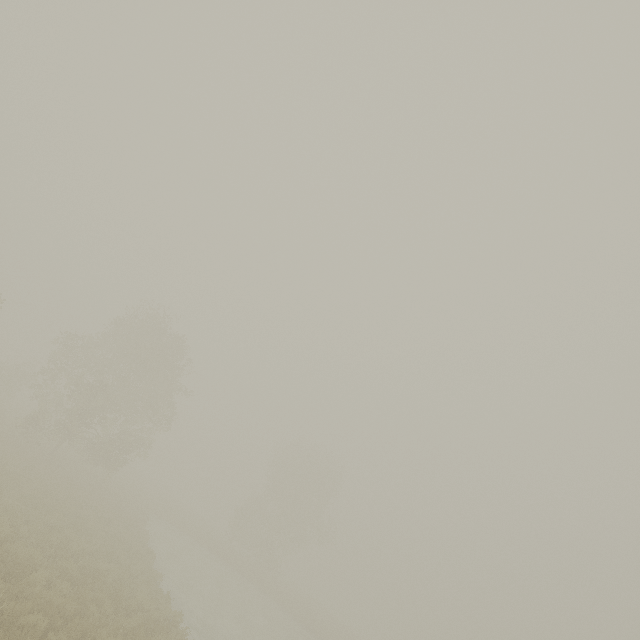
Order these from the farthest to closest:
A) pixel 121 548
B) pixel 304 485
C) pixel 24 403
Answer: pixel 304 485, pixel 24 403, pixel 121 548
